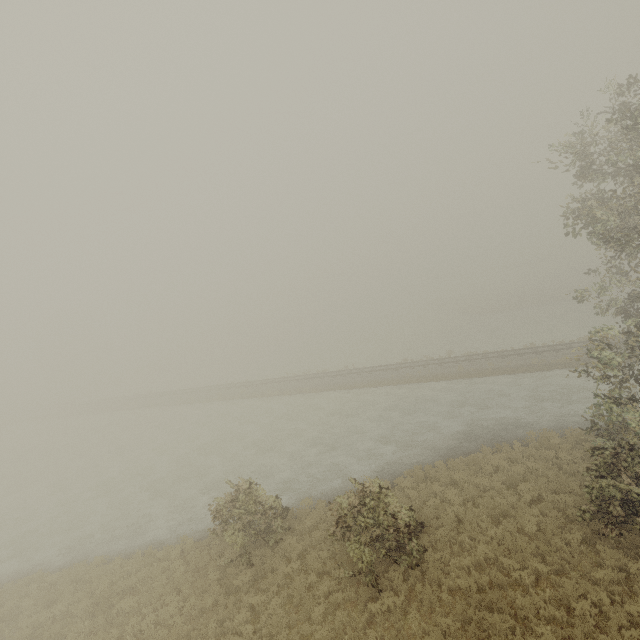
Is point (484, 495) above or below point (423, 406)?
above
